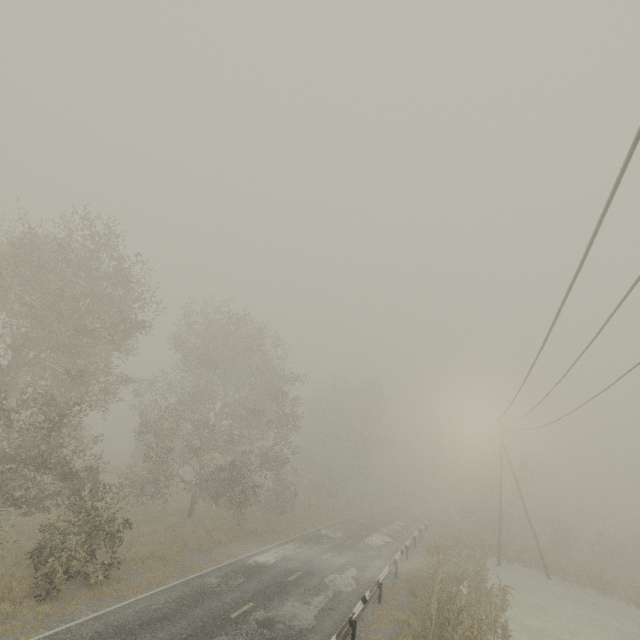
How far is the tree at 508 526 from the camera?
29.83m

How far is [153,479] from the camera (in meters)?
22.70

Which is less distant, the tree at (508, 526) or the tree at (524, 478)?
the tree at (524, 478)

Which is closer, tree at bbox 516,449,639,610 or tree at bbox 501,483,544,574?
tree at bbox 516,449,639,610

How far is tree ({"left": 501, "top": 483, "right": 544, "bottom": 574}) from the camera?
29.8m
